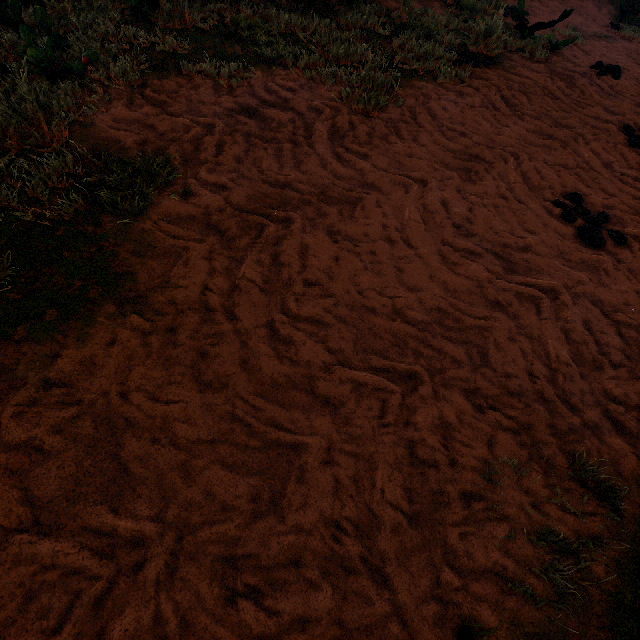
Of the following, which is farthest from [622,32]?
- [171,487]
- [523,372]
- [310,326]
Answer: [171,487]
